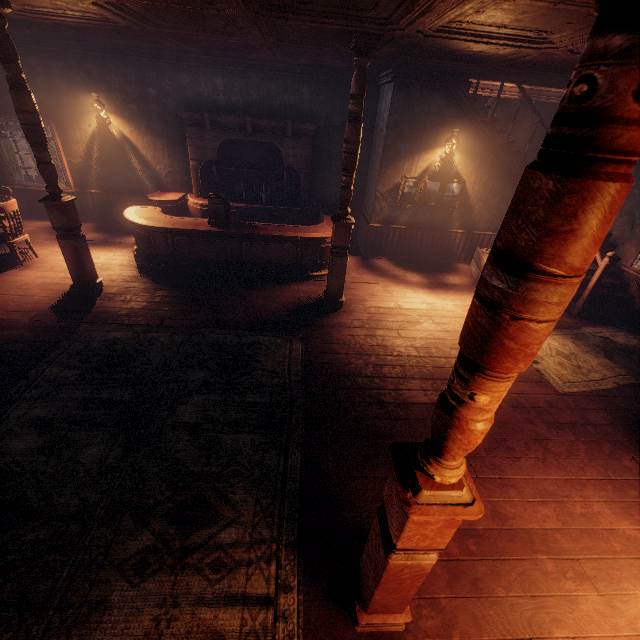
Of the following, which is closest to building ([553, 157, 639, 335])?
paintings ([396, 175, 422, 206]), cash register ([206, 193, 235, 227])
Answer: paintings ([396, 175, 422, 206])

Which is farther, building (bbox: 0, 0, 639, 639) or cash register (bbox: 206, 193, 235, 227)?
cash register (bbox: 206, 193, 235, 227)

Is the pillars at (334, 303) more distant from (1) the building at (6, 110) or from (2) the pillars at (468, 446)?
(2) the pillars at (468, 446)

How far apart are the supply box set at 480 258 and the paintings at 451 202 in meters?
1.1

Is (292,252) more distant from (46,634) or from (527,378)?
(46,634)

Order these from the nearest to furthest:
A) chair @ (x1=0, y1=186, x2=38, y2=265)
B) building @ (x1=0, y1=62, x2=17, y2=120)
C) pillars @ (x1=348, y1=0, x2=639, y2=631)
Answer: pillars @ (x1=348, y1=0, x2=639, y2=631) < chair @ (x1=0, y1=186, x2=38, y2=265) < building @ (x1=0, y1=62, x2=17, y2=120)

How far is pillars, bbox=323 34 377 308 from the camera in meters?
4.1 m

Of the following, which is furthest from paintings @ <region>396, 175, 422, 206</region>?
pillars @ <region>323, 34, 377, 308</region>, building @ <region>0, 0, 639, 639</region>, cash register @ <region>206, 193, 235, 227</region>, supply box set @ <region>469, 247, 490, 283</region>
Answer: cash register @ <region>206, 193, 235, 227</region>
